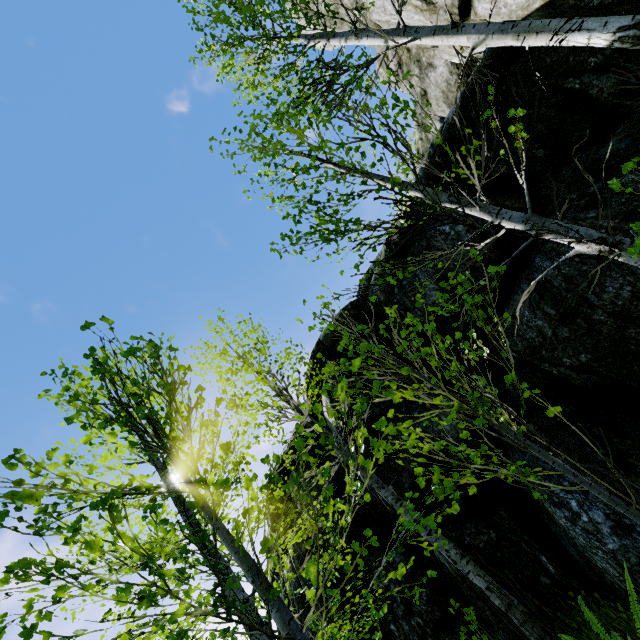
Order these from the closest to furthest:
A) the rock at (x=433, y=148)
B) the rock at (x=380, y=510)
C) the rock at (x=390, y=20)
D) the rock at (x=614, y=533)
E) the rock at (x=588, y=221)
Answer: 1. the rock at (x=614, y=533)
2. the rock at (x=588, y=221)
3. the rock at (x=433, y=148)
4. the rock at (x=380, y=510)
5. the rock at (x=390, y=20)

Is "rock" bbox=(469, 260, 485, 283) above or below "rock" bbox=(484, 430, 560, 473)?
above

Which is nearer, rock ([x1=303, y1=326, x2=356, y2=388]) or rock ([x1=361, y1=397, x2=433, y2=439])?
rock ([x1=361, y1=397, x2=433, y2=439])

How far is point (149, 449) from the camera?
2.28m

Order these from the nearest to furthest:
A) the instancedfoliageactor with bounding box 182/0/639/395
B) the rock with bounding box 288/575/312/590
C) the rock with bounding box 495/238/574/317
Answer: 1. the instancedfoliageactor with bounding box 182/0/639/395
2. the rock with bounding box 495/238/574/317
3. the rock with bounding box 288/575/312/590

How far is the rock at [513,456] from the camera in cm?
432

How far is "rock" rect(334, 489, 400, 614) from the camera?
6.4m
